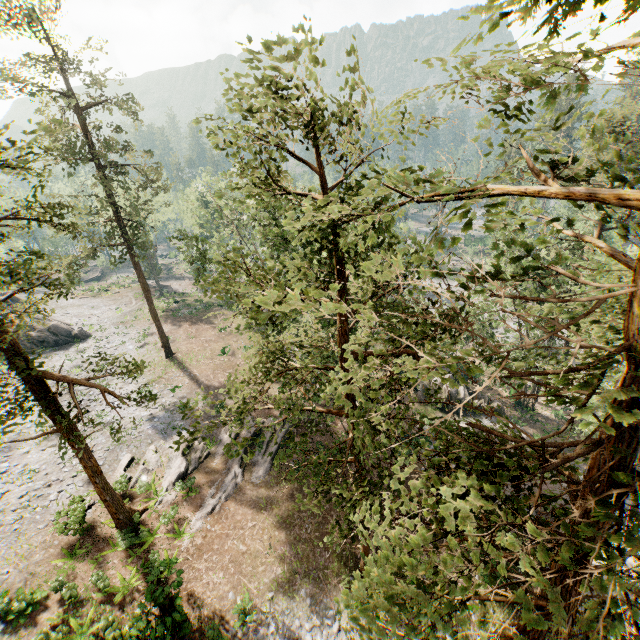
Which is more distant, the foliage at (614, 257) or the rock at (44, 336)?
the rock at (44, 336)

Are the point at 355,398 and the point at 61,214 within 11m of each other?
no

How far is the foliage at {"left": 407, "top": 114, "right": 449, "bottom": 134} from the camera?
4.4m

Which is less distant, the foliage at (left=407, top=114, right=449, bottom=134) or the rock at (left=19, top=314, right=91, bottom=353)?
the foliage at (left=407, top=114, right=449, bottom=134)

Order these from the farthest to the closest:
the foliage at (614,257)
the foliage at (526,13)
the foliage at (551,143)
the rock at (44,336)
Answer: the rock at (44,336) < the foliage at (551,143) < the foliage at (614,257) < the foliage at (526,13)
